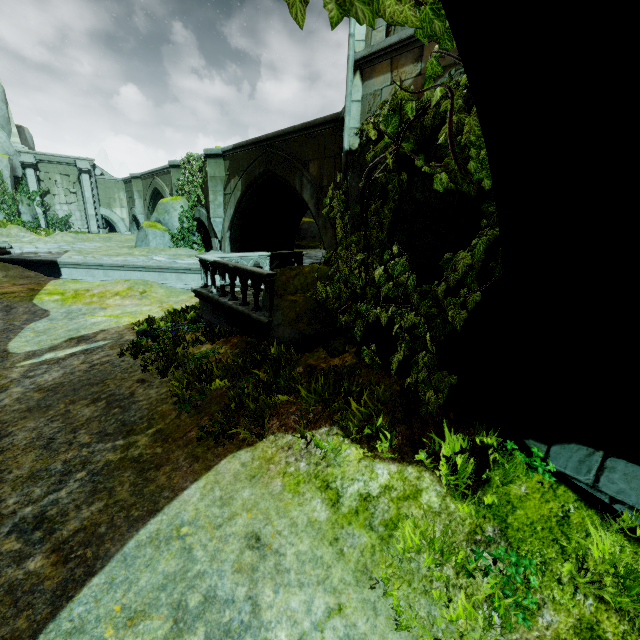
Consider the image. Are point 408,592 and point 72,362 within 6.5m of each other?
no

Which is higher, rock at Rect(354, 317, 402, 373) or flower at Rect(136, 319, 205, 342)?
rock at Rect(354, 317, 402, 373)

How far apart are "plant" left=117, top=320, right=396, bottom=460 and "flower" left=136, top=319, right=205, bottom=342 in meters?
2.6

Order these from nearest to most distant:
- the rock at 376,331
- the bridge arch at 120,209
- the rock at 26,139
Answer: the rock at 376,331 < the rock at 26,139 < the bridge arch at 120,209

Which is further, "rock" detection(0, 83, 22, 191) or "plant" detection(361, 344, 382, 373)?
"rock" detection(0, 83, 22, 191)

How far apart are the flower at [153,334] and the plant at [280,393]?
2.6m

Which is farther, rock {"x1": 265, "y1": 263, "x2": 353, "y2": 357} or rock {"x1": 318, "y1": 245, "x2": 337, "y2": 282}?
rock {"x1": 318, "y1": 245, "x2": 337, "y2": 282}

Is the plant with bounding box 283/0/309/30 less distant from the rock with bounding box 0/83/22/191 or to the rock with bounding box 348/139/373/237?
the rock with bounding box 348/139/373/237
